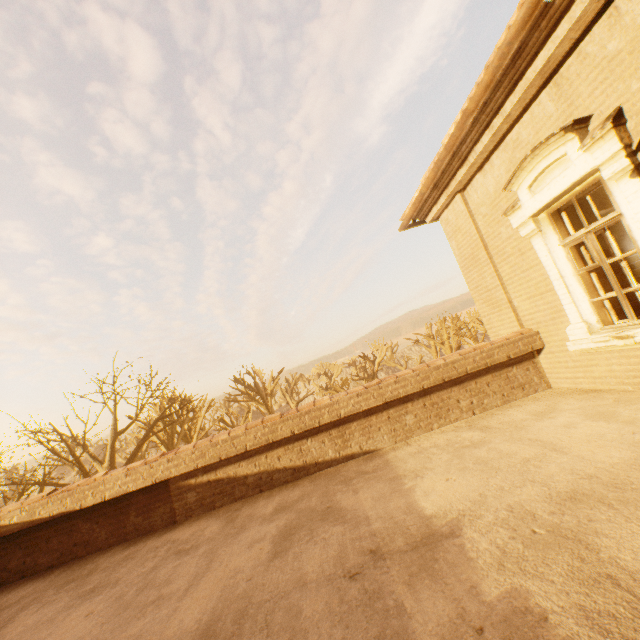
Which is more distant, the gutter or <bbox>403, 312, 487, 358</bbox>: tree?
<bbox>403, 312, 487, 358</bbox>: tree

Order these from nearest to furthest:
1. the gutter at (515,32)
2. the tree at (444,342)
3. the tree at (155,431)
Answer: the gutter at (515,32)
the tree at (155,431)
the tree at (444,342)

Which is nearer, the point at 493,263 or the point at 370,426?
the point at 370,426

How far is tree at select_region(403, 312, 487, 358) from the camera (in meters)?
34.91

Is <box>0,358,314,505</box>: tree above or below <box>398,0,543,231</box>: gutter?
below

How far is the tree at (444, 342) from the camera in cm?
3491

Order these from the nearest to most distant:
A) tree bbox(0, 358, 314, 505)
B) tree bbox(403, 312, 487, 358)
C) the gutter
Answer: the gutter → tree bbox(0, 358, 314, 505) → tree bbox(403, 312, 487, 358)
